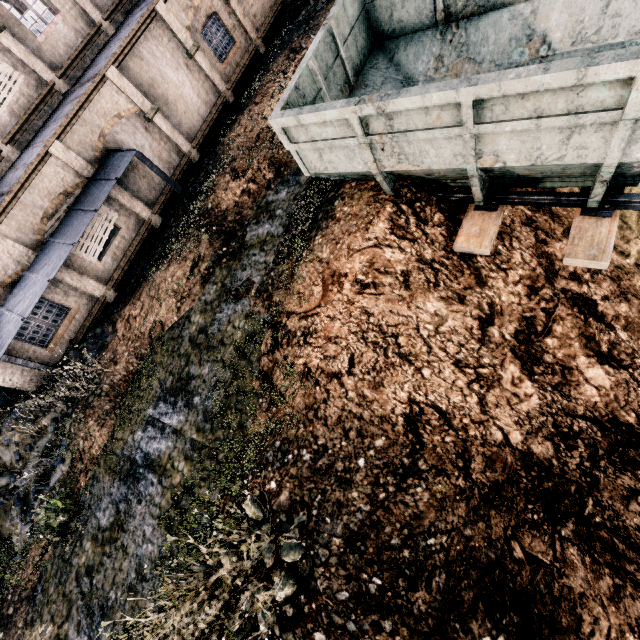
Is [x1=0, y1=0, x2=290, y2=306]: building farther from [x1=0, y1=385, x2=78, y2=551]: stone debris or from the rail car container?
the rail car container

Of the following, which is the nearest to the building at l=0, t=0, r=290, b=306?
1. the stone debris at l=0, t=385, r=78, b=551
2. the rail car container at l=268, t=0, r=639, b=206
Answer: the stone debris at l=0, t=385, r=78, b=551

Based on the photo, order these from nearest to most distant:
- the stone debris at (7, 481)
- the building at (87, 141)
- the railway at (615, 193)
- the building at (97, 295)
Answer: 1. the railway at (615, 193)
2. the stone debris at (7, 481)
3. the building at (87, 141)
4. the building at (97, 295)

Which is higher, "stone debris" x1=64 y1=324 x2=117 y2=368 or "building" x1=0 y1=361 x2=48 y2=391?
"building" x1=0 y1=361 x2=48 y2=391

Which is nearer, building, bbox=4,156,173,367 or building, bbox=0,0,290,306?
building, bbox=0,0,290,306

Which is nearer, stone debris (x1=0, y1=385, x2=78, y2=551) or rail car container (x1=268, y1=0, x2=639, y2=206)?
rail car container (x1=268, y1=0, x2=639, y2=206)

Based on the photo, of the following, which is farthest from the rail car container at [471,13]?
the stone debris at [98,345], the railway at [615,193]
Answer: the stone debris at [98,345]

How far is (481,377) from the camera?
7.5m
